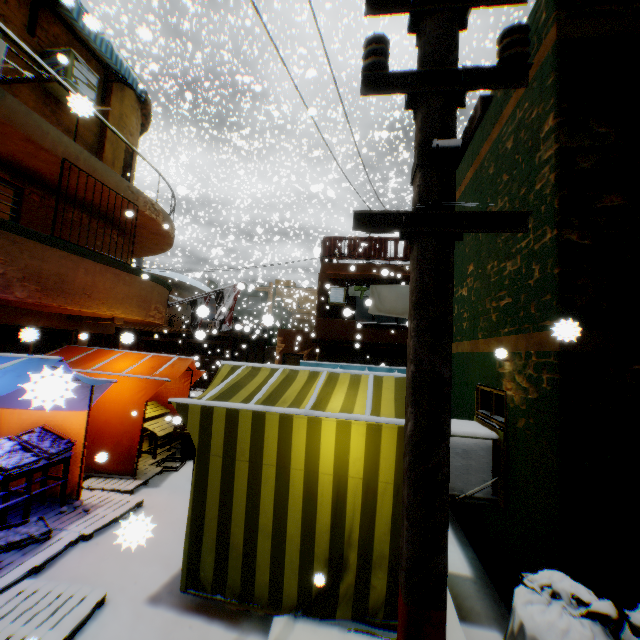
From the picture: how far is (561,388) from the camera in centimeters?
297cm

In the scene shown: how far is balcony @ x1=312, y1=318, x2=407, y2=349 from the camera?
14.0m

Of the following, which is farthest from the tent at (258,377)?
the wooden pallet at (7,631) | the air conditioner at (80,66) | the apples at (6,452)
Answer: → the air conditioner at (80,66)

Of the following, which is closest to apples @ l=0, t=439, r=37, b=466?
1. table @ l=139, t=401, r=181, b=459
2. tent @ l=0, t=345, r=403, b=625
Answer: tent @ l=0, t=345, r=403, b=625

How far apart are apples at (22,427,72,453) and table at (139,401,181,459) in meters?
2.5 m

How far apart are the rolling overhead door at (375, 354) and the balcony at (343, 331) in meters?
0.0

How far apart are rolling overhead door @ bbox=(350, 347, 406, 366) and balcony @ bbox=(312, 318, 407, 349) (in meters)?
0.02

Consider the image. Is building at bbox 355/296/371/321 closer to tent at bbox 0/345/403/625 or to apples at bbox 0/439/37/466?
tent at bbox 0/345/403/625
